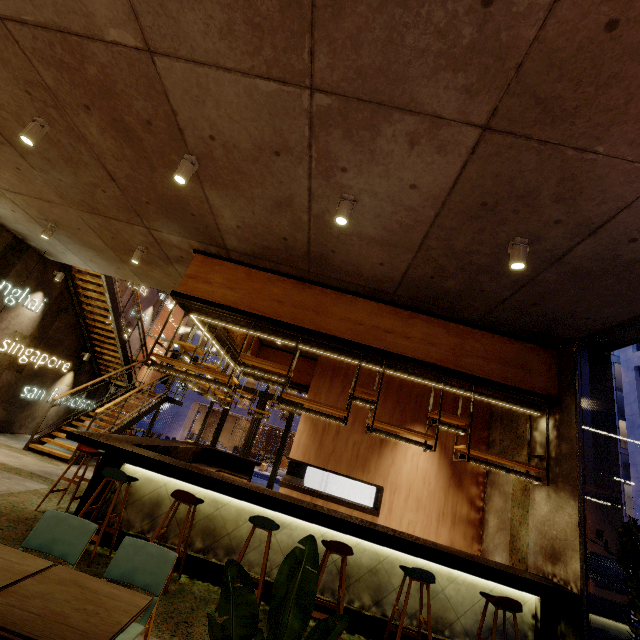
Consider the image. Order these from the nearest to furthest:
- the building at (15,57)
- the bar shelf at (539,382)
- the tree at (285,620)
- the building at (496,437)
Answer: the tree at (285,620) → the building at (15,57) → the bar shelf at (539,382) → the building at (496,437)

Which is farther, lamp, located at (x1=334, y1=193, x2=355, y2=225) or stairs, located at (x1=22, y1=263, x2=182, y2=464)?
stairs, located at (x1=22, y1=263, x2=182, y2=464)

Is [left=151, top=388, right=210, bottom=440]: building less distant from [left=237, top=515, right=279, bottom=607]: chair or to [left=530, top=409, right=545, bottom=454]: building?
[left=530, top=409, right=545, bottom=454]: building

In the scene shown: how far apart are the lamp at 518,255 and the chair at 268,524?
4.1m

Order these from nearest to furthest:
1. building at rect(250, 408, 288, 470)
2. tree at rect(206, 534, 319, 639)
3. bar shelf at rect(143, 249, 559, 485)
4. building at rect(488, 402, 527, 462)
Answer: tree at rect(206, 534, 319, 639)
bar shelf at rect(143, 249, 559, 485)
building at rect(488, 402, 527, 462)
building at rect(250, 408, 288, 470)

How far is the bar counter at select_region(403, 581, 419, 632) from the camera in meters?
4.1

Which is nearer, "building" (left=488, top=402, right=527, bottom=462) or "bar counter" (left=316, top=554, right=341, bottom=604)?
"bar counter" (left=316, top=554, right=341, bottom=604)

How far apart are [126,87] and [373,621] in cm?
677
